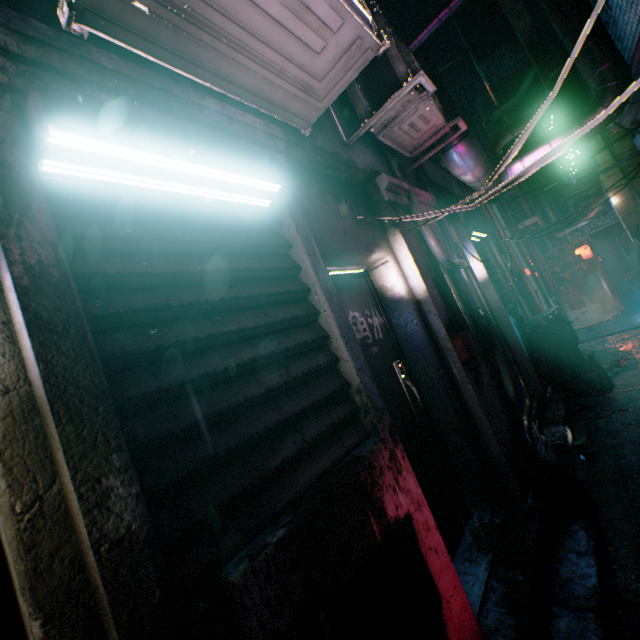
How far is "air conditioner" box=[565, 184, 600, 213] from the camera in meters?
9.5

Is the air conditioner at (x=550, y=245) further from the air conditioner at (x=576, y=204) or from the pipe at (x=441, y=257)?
the pipe at (x=441, y=257)

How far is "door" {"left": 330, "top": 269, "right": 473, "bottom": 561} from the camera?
2.17m

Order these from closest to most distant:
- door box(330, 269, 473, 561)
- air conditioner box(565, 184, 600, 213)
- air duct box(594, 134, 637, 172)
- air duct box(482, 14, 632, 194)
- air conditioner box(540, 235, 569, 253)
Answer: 1. door box(330, 269, 473, 561)
2. air duct box(482, 14, 632, 194)
3. air duct box(594, 134, 637, 172)
4. air conditioner box(565, 184, 600, 213)
5. air conditioner box(540, 235, 569, 253)

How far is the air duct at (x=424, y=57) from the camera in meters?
3.2 m

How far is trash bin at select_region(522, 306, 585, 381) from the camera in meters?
4.4 m

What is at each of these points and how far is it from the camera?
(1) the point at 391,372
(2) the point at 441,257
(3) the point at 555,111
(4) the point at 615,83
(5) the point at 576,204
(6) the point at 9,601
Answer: (1) door, 2.4 meters
(2) pipe, 3.0 meters
(3) air conditioner, 4.6 meters
(4) air duct, 3.4 meters
(5) air conditioner, 9.8 meters
(6) door, 0.8 meters

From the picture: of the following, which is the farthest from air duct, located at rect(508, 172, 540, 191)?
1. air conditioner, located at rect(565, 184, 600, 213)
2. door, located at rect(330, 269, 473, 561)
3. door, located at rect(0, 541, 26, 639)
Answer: door, located at rect(0, 541, 26, 639)
